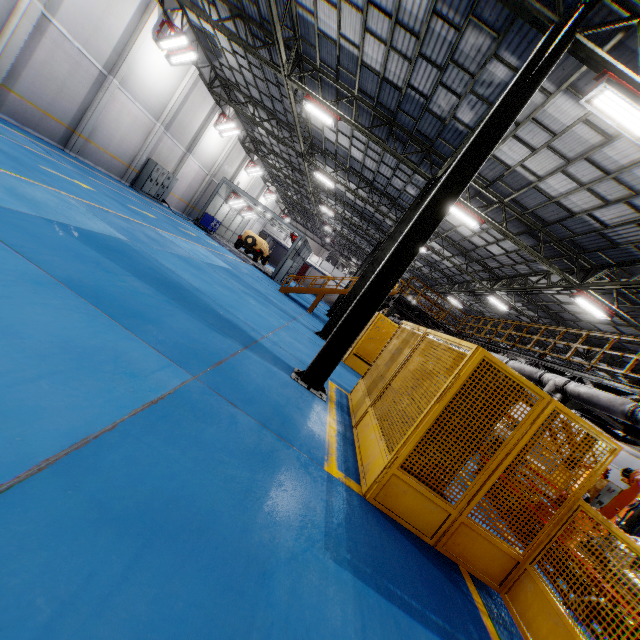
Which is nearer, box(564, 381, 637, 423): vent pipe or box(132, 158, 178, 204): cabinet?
box(564, 381, 637, 423): vent pipe

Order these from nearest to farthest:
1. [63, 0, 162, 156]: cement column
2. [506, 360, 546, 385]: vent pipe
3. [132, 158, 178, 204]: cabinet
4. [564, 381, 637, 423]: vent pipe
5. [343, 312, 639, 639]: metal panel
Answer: [343, 312, 639, 639]: metal panel, [564, 381, 637, 423]: vent pipe, [506, 360, 546, 385]: vent pipe, [63, 0, 162, 156]: cement column, [132, 158, 178, 204]: cabinet

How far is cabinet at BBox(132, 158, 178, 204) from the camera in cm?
2014

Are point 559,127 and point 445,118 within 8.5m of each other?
yes

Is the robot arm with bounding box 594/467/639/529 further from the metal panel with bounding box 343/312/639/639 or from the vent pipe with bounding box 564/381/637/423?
the metal panel with bounding box 343/312/639/639

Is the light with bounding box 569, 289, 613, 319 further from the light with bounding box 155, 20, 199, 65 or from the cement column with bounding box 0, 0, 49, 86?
the cement column with bounding box 0, 0, 49, 86

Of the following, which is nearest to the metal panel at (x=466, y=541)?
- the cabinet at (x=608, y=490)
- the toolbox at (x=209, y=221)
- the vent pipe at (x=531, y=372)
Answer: the cabinet at (x=608, y=490)

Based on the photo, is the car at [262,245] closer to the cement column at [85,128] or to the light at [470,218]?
the cement column at [85,128]
